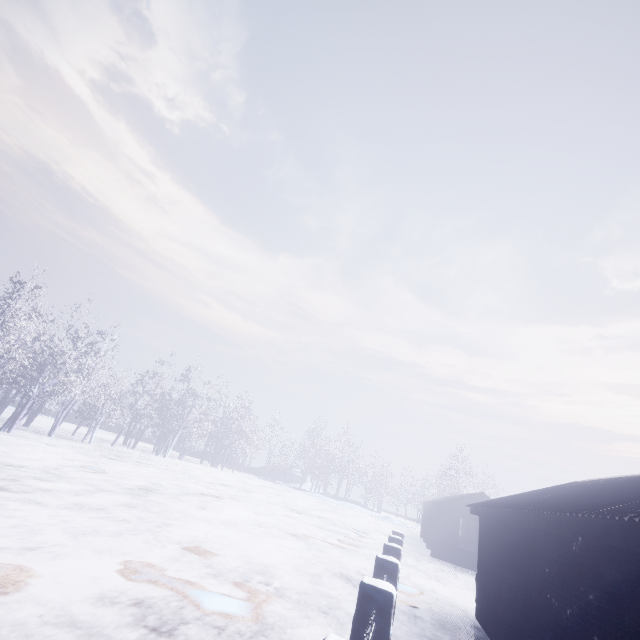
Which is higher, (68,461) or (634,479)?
(634,479)
